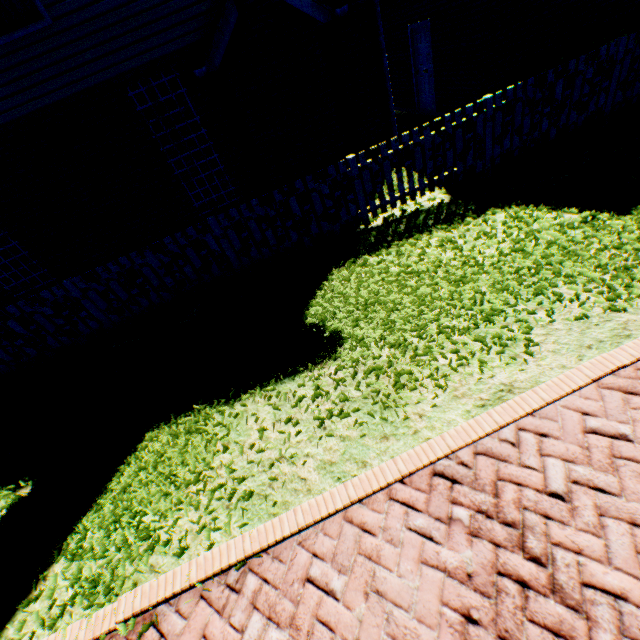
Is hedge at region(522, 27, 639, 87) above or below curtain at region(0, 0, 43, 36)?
below

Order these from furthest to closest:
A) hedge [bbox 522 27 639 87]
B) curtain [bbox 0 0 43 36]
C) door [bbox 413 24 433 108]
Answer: door [bbox 413 24 433 108]
hedge [bbox 522 27 639 87]
curtain [bbox 0 0 43 36]

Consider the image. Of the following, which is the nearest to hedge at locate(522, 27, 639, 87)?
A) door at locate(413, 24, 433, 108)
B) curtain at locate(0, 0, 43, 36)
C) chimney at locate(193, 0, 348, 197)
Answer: door at locate(413, 24, 433, 108)

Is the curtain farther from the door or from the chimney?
the door

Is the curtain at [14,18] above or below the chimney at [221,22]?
above

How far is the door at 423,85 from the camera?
9.5m

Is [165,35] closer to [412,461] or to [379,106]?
[379,106]

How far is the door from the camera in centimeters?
950cm
